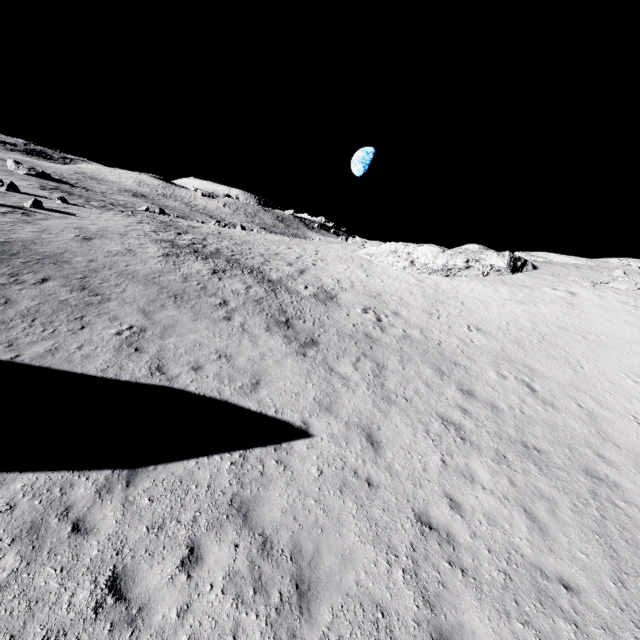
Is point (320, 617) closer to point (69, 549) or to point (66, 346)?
point (69, 549)
